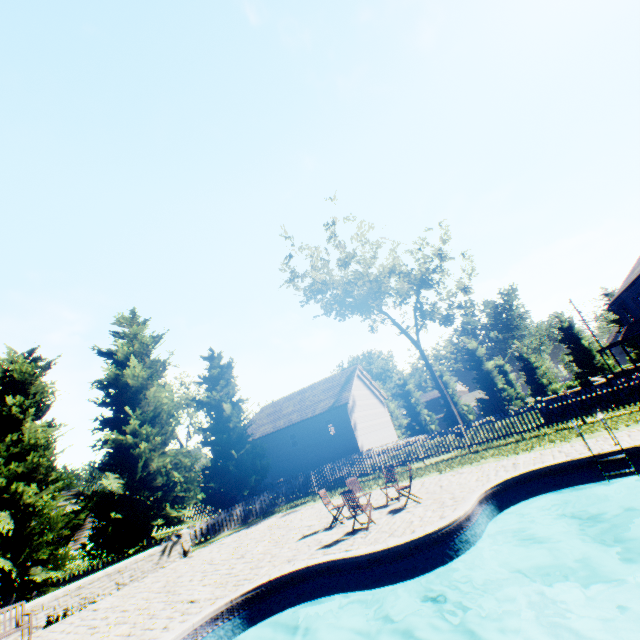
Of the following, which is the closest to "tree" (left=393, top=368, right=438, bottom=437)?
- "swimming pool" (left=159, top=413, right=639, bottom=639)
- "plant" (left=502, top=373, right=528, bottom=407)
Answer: "plant" (left=502, top=373, right=528, bottom=407)

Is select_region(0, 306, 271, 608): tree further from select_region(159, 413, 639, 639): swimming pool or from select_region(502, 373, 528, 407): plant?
select_region(159, 413, 639, 639): swimming pool

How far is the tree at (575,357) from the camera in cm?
3703

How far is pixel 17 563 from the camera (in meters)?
11.07

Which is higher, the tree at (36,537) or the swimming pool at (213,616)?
the tree at (36,537)

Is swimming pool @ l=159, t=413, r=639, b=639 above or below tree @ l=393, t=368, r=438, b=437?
below

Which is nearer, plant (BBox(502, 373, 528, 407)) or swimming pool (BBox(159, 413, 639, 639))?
swimming pool (BBox(159, 413, 639, 639))

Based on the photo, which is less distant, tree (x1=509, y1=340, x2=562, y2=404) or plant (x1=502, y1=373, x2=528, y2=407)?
tree (x1=509, y1=340, x2=562, y2=404)
